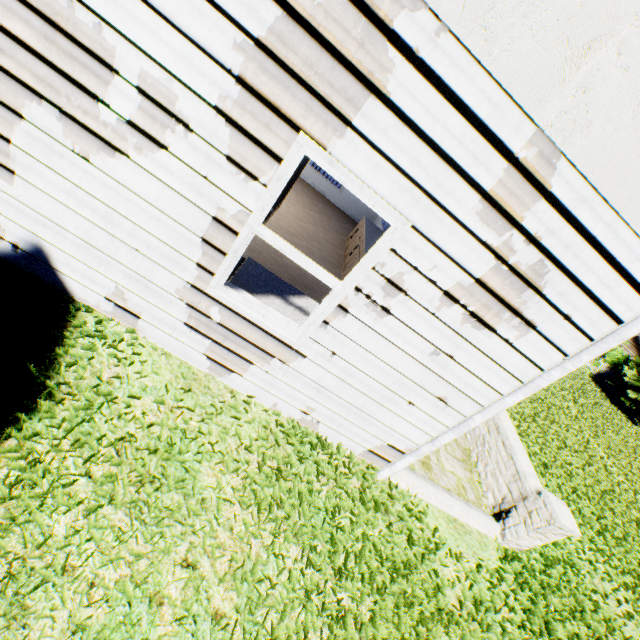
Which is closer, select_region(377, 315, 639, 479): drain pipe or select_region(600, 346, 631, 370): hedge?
select_region(377, 315, 639, 479): drain pipe

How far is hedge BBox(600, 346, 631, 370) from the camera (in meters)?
25.96

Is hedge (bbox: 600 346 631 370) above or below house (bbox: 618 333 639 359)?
below

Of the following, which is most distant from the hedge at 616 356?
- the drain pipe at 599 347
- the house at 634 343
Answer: the drain pipe at 599 347

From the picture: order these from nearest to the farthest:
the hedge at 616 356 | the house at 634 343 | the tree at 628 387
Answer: the tree at 628 387
the hedge at 616 356
the house at 634 343

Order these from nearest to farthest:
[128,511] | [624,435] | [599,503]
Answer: [128,511], [599,503], [624,435]

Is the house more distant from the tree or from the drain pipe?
the drain pipe

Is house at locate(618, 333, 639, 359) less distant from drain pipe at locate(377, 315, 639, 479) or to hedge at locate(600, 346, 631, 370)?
hedge at locate(600, 346, 631, 370)
